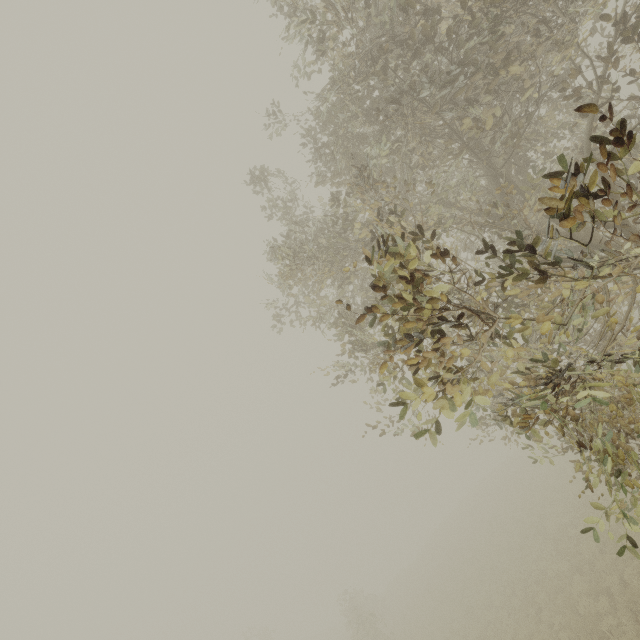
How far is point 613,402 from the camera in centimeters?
356cm
